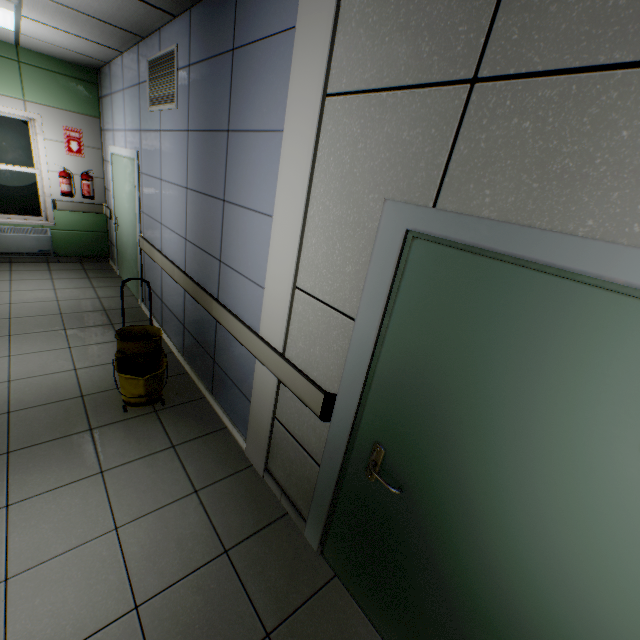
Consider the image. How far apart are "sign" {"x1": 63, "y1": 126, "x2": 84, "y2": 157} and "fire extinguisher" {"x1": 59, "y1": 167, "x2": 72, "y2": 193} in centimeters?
38cm

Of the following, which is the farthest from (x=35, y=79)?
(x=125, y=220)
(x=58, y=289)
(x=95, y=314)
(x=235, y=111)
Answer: (x=235, y=111)

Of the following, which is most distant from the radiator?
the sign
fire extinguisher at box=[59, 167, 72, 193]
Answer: the sign

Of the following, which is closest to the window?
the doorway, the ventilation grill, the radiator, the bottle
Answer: the radiator

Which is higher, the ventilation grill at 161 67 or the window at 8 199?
the ventilation grill at 161 67

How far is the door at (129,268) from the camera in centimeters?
460cm

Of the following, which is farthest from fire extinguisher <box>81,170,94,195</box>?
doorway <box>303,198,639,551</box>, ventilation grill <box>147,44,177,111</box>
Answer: doorway <box>303,198,639,551</box>

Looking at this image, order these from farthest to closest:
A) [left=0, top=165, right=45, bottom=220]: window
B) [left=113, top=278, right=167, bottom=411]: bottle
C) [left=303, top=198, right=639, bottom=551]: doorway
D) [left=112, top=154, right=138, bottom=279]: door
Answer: [left=0, top=165, right=45, bottom=220]: window → [left=112, top=154, right=138, bottom=279]: door → [left=113, top=278, right=167, bottom=411]: bottle → [left=303, top=198, right=639, bottom=551]: doorway
